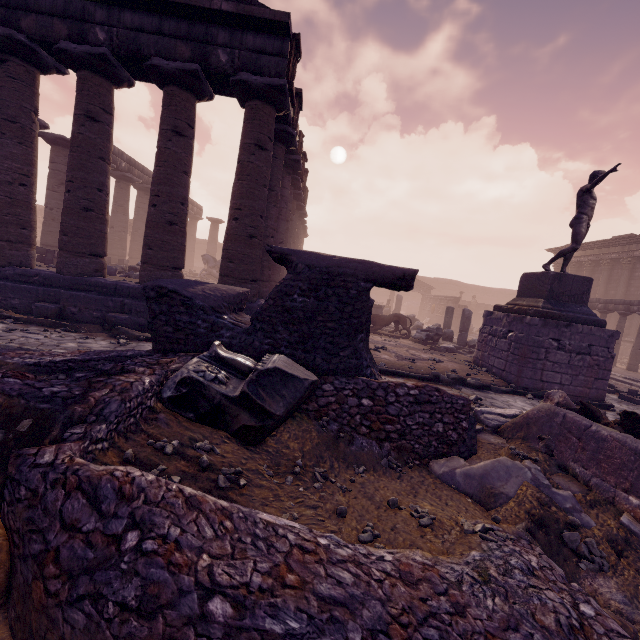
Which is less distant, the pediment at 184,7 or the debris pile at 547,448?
the debris pile at 547,448

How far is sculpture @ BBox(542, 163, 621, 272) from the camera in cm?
814

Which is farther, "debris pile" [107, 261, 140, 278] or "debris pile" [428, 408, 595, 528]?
"debris pile" [107, 261, 140, 278]

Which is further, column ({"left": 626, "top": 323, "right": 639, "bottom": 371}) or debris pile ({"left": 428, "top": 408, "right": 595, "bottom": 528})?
column ({"left": 626, "top": 323, "right": 639, "bottom": 371})

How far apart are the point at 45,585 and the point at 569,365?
10.13m

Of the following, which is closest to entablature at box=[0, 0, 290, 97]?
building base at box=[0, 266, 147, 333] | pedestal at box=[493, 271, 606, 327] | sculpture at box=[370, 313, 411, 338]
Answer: building base at box=[0, 266, 147, 333]

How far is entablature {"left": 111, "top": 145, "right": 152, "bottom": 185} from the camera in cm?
1758

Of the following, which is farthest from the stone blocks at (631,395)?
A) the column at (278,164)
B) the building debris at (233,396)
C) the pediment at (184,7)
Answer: the pediment at (184,7)
